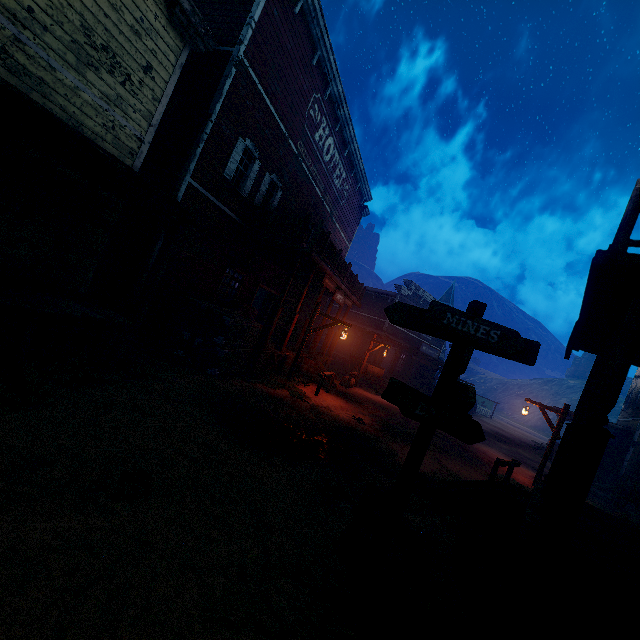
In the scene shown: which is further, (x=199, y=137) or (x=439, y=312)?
(x=199, y=137)

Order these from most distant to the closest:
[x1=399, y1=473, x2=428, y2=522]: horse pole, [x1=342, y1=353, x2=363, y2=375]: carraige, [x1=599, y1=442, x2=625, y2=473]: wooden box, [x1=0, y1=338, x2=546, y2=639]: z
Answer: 1. [x1=599, y1=442, x2=625, y2=473]: wooden box
2. [x1=342, y1=353, x2=363, y2=375]: carraige
3. [x1=399, y1=473, x2=428, y2=522]: horse pole
4. [x1=0, y1=338, x2=546, y2=639]: z

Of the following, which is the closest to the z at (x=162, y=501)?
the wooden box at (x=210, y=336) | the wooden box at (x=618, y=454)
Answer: the wooden box at (x=210, y=336)

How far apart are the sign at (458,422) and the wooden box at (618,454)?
25.1 meters

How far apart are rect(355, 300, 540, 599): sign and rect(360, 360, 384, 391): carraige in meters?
15.6 m

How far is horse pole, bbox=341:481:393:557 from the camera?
3.8m

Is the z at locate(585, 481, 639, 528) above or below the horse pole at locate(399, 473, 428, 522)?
below

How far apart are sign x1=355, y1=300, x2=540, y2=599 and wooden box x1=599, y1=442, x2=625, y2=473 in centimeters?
2513cm
